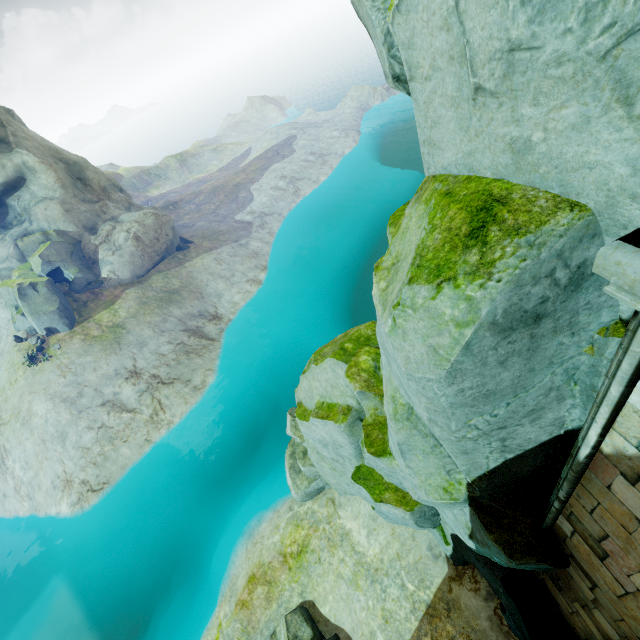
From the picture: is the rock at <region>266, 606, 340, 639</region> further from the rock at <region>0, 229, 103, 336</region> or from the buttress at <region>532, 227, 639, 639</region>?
the rock at <region>0, 229, 103, 336</region>

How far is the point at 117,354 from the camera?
24.2 meters

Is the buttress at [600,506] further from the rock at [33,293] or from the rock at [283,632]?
the rock at [33,293]

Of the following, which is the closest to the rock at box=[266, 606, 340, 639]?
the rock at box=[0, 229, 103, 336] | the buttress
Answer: the buttress

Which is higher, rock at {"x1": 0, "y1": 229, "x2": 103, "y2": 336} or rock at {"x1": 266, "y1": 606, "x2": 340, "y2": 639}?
rock at {"x1": 0, "y1": 229, "x2": 103, "y2": 336}

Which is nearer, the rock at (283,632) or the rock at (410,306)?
the rock at (410,306)
